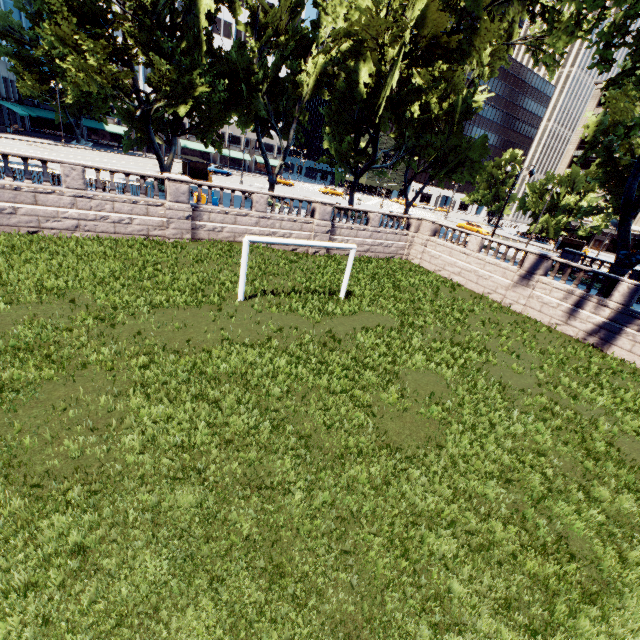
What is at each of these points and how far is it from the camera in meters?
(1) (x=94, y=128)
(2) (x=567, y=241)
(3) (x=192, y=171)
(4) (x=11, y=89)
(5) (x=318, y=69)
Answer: (1) building, 57.2 m
(2) bus stop, 48.3 m
(3) bus stop, 35.3 m
(4) building, 48.3 m
(5) tree, 25.4 m

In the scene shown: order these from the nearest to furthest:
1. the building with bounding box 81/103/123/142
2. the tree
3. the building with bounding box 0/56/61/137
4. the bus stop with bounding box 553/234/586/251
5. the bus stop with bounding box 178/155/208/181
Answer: the tree
the bus stop with bounding box 178/155/208/181
the building with bounding box 0/56/61/137
the bus stop with bounding box 553/234/586/251
the building with bounding box 81/103/123/142

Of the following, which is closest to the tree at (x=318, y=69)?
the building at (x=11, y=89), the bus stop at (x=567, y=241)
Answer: the building at (x=11, y=89)

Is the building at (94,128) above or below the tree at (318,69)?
below

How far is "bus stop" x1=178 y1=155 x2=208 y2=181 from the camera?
34.6m

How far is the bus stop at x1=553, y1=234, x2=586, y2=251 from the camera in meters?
46.6 m

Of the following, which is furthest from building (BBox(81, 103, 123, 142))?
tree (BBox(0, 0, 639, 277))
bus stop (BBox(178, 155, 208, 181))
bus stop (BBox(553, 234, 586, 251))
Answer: bus stop (BBox(553, 234, 586, 251))
